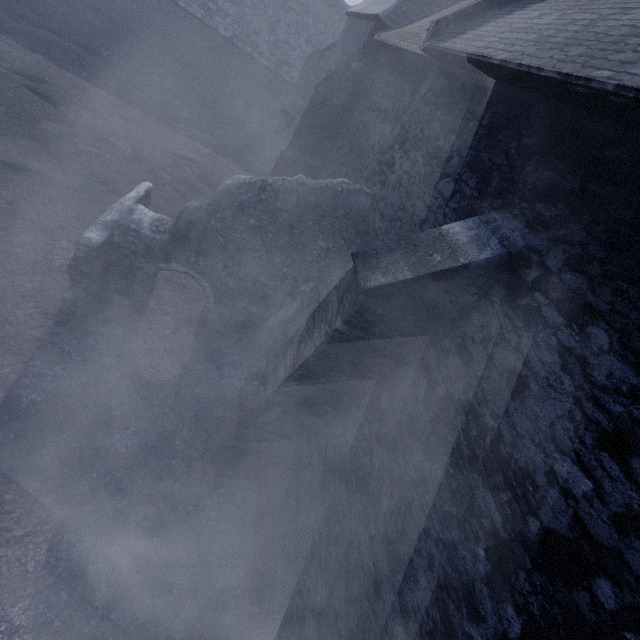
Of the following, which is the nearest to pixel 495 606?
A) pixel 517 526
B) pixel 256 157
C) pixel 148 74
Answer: pixel 517 526
